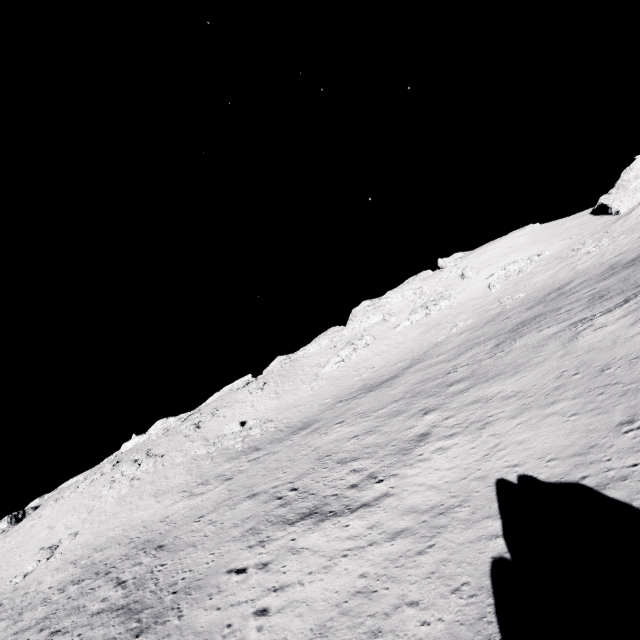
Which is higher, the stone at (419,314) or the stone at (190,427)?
the stone at (419,314)

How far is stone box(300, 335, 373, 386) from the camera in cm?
5341

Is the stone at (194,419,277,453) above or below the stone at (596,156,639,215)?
below

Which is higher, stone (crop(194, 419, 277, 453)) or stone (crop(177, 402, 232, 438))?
stone (crop(177, 402, 232, 438))

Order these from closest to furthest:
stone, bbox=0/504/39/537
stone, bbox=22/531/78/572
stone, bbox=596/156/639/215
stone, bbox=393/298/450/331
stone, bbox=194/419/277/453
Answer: stone, bbox=22/531/78/572 → stone, bbox=194/419/277/453 → stone, bbox=0/504/39/537 → stone, bbox=596/156/639/215 → stone, bbox=393/298/450/331

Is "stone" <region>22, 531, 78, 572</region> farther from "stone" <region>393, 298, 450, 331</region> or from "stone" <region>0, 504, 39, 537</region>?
"stone" <region>393, 298, 450, 331</region>

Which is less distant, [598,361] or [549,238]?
[598,361]

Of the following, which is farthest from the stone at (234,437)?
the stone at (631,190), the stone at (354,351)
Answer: the stone at (631,190)
